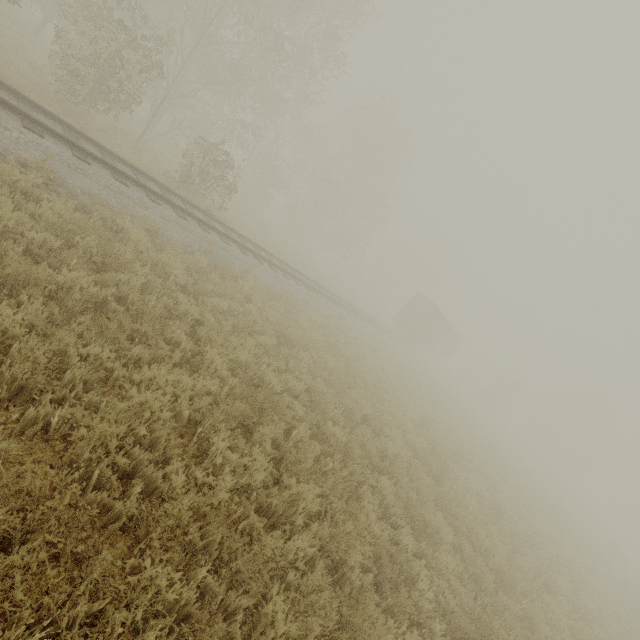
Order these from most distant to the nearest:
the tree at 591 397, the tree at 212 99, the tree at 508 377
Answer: the tree at 591 397 < the tree at 508 377 < the tree at 212 99

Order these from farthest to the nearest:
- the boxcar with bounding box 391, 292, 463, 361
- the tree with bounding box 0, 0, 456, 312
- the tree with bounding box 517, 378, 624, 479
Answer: the tree with bounding box 517, 378, 624, 479, the boxcar with bounding box 391, 292, 463, 361, the tree with bounding box 0, 0, 456, 312

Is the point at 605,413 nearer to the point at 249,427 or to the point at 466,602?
the point at 466,602

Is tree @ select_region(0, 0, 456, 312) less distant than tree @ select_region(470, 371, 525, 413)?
Yes

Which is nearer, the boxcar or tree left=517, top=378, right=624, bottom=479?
the boxcar

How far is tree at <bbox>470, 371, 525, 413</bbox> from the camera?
44.4m

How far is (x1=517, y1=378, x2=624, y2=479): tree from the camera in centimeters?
4722cm

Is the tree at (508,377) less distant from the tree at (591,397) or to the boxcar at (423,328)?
the boxcar at (423,328)
